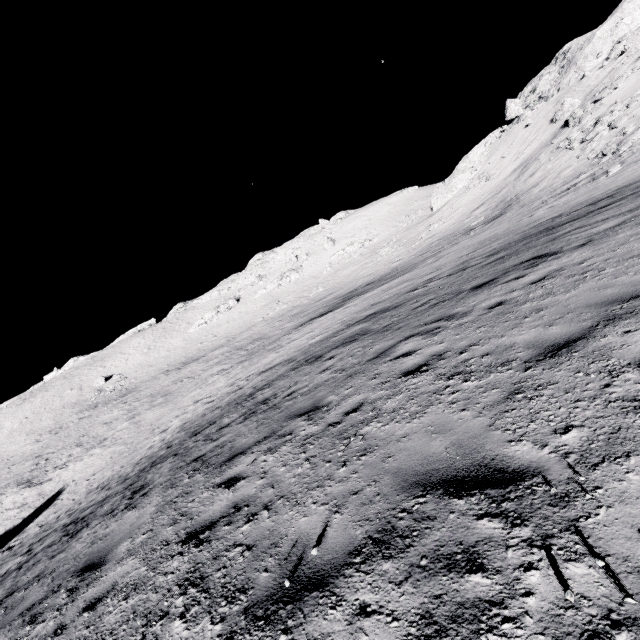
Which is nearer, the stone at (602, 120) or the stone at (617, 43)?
the stone at (602, 120)

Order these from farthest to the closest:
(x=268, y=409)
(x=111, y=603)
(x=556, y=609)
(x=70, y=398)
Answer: (x=70, y=398) < (x=268, y=409) < (x=111, y=603) < (x=556, y=609)

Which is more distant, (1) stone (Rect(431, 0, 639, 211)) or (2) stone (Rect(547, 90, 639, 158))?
(1) stone (Rect(431, 0, 639, 211))

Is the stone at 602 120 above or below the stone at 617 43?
A: below

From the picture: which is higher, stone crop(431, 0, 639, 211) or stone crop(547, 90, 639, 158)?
stone crop(431, 0, 639, 211)
